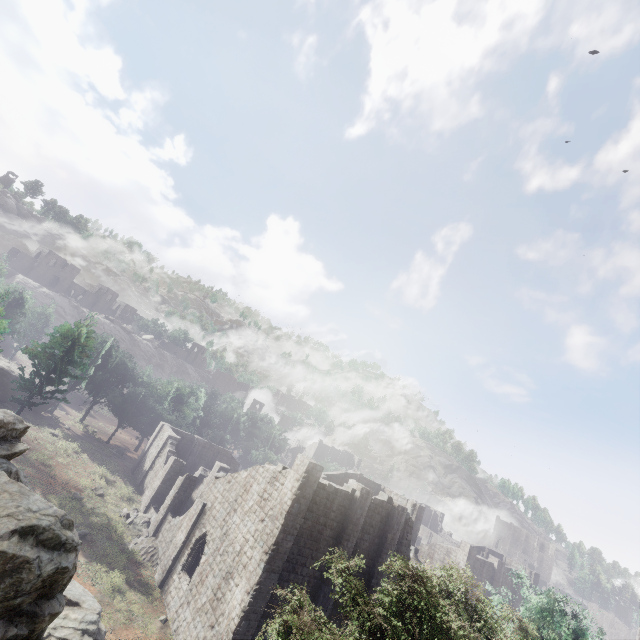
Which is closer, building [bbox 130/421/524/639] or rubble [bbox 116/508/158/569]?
building [bbox 130/421/524/639]

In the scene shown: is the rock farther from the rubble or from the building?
the rubble

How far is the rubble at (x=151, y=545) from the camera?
25.0 meters

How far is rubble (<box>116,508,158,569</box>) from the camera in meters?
25.0 m

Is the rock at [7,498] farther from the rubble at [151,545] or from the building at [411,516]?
the rubble at [151,545]

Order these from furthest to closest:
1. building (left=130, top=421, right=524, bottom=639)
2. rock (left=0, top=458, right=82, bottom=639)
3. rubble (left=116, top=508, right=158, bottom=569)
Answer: rubble (left=116, top=508, right=158, bottom=569) < building (left=130, top=421, right=524, bottom=639) < rock (left=0, top=458, right=82, bottom=639)

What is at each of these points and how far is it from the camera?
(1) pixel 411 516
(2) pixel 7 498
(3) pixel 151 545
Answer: (1) building, 24.77m
(2) rock, 6.70m
(3) rubble, 26.03m
